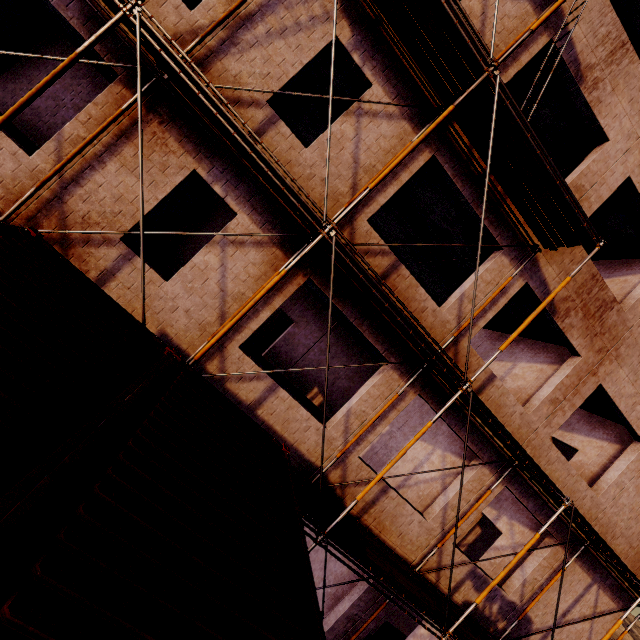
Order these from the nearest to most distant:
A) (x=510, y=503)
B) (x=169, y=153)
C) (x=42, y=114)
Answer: (x=169, y=153) → (x=510, y=503) → (x=42, y=114)

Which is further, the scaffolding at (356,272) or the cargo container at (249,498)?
the scaffolding at (356,272)

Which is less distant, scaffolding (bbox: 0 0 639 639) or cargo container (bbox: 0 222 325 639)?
cargo container (bbox: 0 222 325 639)
